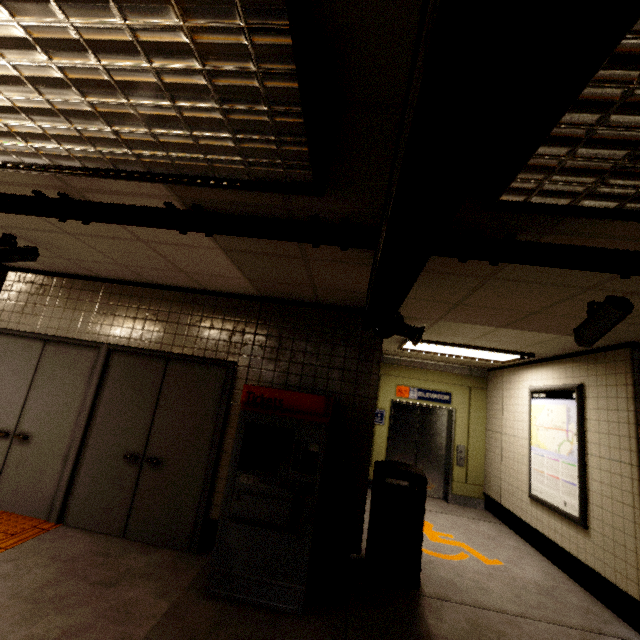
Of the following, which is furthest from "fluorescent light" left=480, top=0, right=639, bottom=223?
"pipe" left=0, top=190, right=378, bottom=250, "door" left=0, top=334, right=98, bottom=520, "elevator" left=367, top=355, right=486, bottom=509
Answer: "elevator" left=367, top=355, right=486, bottom=509

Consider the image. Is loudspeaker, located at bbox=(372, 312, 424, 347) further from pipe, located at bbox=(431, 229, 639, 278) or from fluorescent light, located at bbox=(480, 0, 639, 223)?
fluorescent light, located at bbox=(480, 0, 639, 223)

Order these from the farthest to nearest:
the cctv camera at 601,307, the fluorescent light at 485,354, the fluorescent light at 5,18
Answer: the fluorescent light at 485,354 → the cctv camera at 601,307 → the fluorescent light at 5,18

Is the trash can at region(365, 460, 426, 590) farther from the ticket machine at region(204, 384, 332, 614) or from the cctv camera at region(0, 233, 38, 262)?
the cctv camera at region(0, 233, 38, 262)

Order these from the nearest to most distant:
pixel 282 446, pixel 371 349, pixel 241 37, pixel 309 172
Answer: pixel 241 37
pixel 309 172
pixel 282 446
pixel 371 349

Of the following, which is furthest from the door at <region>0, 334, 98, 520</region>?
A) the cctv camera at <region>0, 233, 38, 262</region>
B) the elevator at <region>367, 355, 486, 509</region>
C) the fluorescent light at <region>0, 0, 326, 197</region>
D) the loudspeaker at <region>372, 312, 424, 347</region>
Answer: the elevator at <region>367, 355, 486, 509</region>

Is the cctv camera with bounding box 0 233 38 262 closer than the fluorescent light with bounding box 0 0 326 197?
No

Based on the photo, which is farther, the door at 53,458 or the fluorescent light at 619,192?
the door at 53,458
